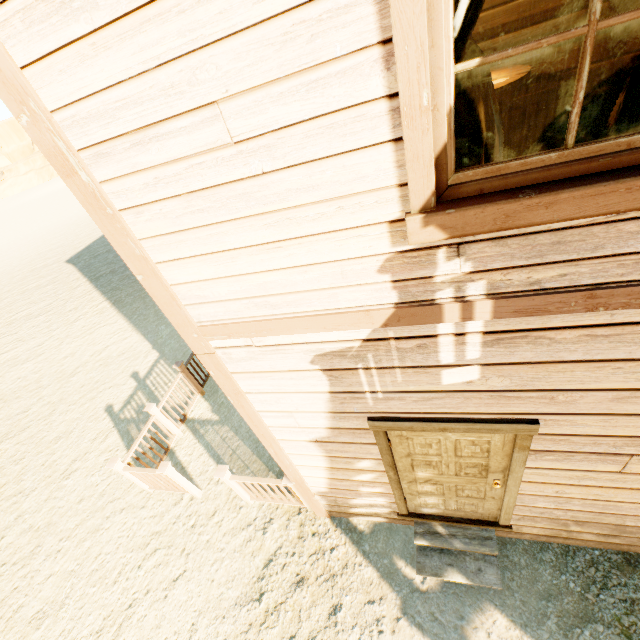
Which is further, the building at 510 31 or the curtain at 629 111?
the building at 510 31

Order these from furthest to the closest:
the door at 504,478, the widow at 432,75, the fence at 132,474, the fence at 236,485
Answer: the fence at 132,474 < the fence at 236,485 < the door at 504,478 < the widow at 432,75

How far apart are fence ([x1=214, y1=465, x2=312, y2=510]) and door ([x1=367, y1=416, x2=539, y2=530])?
1.21m

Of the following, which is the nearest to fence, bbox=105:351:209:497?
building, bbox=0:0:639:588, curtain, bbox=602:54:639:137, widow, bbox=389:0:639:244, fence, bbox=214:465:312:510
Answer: building, bbox=0:0:639:588

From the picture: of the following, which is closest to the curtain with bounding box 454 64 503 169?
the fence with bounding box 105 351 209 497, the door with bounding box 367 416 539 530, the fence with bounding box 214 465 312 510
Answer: the door with bounding box 367 416 539 530

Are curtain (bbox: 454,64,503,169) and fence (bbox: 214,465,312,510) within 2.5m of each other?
no

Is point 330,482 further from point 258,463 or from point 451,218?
point 451,218

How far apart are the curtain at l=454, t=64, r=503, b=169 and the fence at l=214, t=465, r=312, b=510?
3.7 meters
